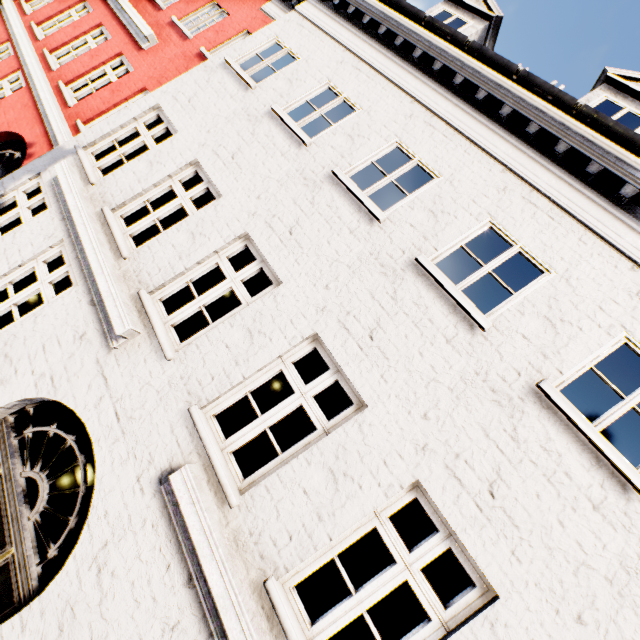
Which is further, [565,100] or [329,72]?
[329,72]
